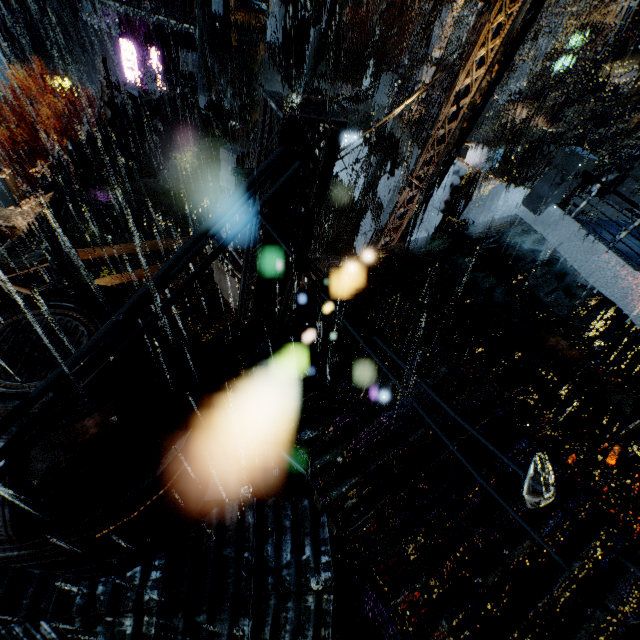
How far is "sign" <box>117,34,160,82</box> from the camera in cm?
2645

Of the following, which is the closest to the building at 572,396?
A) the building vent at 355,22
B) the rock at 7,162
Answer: the building vent at 355,22

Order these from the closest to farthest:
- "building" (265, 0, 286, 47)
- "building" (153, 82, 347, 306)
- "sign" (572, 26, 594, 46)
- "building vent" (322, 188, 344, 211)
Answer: "building" (153, 82, 347, 306) → "building vent" (322, 188, 344, 211) → "building" (265, 0, 286, 47) → "sign" (572, 26, 594, 46)

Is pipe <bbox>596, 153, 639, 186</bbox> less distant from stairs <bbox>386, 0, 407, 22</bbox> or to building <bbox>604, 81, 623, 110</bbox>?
building <bbox>604, 81, 623, 110</bbox>

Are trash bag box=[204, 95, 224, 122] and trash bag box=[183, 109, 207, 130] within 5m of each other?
yes

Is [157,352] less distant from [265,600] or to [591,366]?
[265,600]

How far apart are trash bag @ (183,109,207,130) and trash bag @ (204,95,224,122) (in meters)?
0.75

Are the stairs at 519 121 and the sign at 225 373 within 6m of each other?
no
